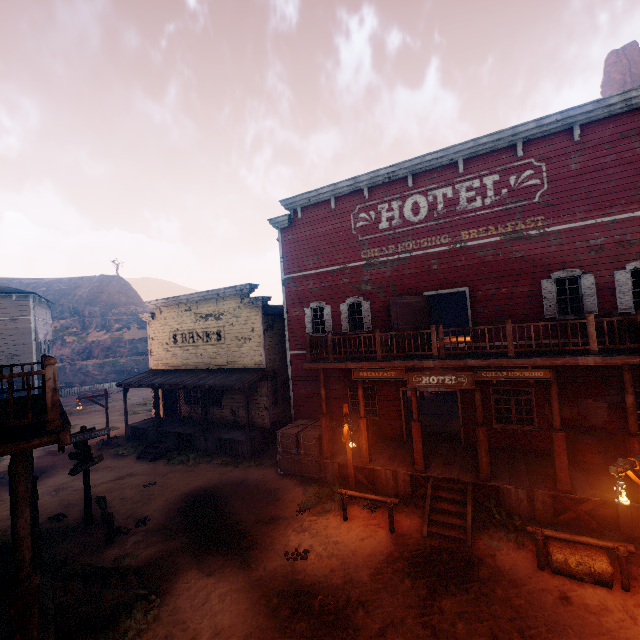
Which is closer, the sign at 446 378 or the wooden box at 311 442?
the sign at 446 378

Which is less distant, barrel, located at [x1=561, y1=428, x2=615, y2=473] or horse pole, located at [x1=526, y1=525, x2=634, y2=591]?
horse pole, located at [x1=526, y1=525, x2=634, y2=591]

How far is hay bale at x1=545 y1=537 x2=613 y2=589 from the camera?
7.0 meters

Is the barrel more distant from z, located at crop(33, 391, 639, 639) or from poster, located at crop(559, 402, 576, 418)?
z, located at crop(33, 391, 639, 639)

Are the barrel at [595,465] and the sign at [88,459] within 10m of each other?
no

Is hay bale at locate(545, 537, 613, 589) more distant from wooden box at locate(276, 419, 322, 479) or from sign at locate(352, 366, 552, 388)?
wooden box at locate(276, 419, 322, 479)

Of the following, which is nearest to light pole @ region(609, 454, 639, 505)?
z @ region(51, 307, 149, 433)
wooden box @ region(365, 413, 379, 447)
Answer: z @ region(51, 307, 149, 433)

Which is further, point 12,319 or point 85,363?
point 85,363
